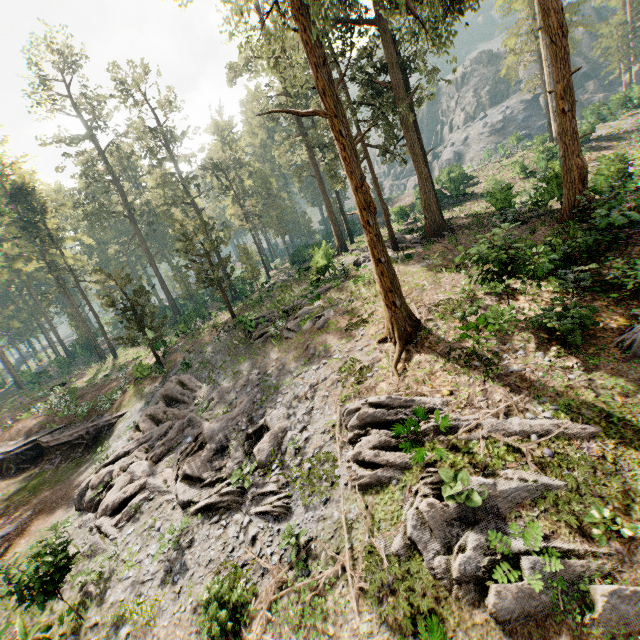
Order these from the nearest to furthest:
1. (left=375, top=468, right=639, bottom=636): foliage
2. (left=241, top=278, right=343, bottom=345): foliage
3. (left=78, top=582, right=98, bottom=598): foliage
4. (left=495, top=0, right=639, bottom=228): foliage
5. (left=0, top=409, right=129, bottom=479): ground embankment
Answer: (left=375, top=468, right=639, bottom=636): foliage → (left=78, top=582, right=98, bottom=598): foliage → (left=495, top=0, right=639, bottom=228): foliage → (left=241, top=278, right=343, bottom=345): foliage → (left=0, top=409, right=129, bottom=479): ground embankment

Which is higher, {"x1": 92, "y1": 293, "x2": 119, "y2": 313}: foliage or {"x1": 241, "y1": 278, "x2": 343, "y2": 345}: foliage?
{"x1": 92, "y1": 293, "x2": 119, "y2": 313}: foliage

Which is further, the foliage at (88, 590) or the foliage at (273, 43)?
the foliage at (273, 43)

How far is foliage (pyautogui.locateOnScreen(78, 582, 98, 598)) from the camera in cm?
1153

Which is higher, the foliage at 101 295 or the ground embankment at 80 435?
the foliage at 101 295

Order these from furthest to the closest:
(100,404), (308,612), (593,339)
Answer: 1. (100,404)
2. (593,339)
3. (308,612)
